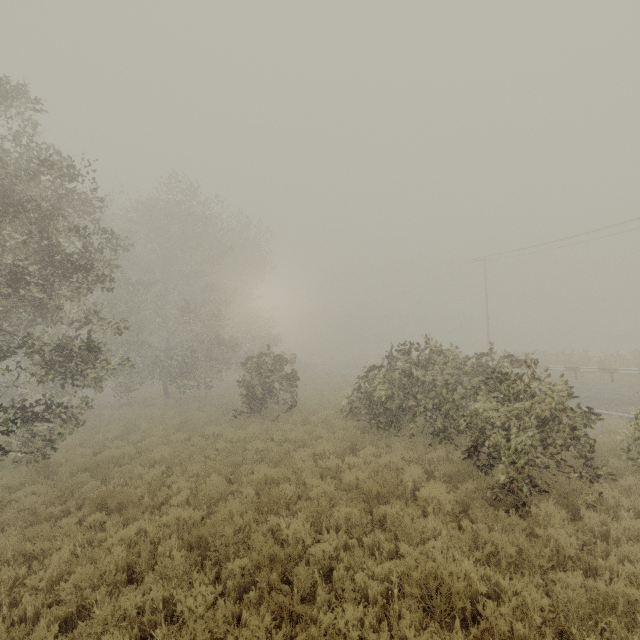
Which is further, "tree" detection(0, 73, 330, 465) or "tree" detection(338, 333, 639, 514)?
"tree" detection(0, 73, 330, 465)

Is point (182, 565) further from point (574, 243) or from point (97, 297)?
point (574, 243)

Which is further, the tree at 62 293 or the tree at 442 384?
the tree at 62 293

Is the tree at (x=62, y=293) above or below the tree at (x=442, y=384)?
above

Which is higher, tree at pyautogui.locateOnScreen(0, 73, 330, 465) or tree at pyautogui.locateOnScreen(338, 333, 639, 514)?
tree at pyautogui.locateOnScreen(0, 73, 330, 465)
